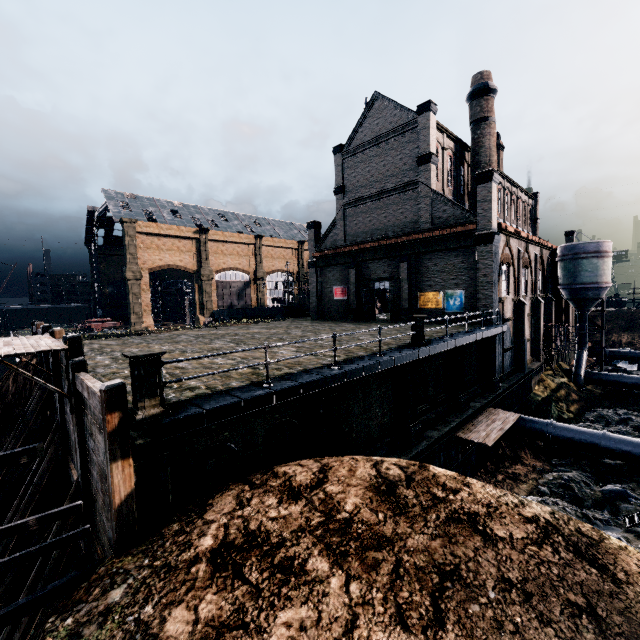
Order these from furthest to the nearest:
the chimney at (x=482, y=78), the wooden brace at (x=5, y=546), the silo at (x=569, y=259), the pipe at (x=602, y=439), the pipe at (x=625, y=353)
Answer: the pipe at (x=625, y=353) → the silo at (x=569, y=259) → the chimney at (x=482, y=78) → the pipe at (x=602, y=439) → the wooden brace at (x=5, y=546)

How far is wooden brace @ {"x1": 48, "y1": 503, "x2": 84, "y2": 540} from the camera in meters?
10.1 m

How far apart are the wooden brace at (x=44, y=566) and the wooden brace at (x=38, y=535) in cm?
483

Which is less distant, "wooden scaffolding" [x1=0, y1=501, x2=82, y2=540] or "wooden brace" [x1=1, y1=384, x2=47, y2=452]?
"wooden scaffolding" [x1=0, y1=501, x2=82, y2=540]

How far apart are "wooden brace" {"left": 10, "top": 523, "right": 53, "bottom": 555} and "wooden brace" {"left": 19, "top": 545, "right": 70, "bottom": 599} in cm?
483

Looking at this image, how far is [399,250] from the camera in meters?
29.4

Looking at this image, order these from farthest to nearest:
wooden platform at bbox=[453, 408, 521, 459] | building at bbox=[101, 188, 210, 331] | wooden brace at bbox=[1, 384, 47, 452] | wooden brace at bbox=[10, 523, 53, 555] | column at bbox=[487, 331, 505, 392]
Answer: building at bbox=[101, 188, 210, 331], column at bbox=[487, 331, 505, 392], wooden platform at bbox=[453, 408, 521, 459], wooden brace at bbox=[1, 384, 47, 452], wooden brace at bbox=[10, 523, 53, 555]
